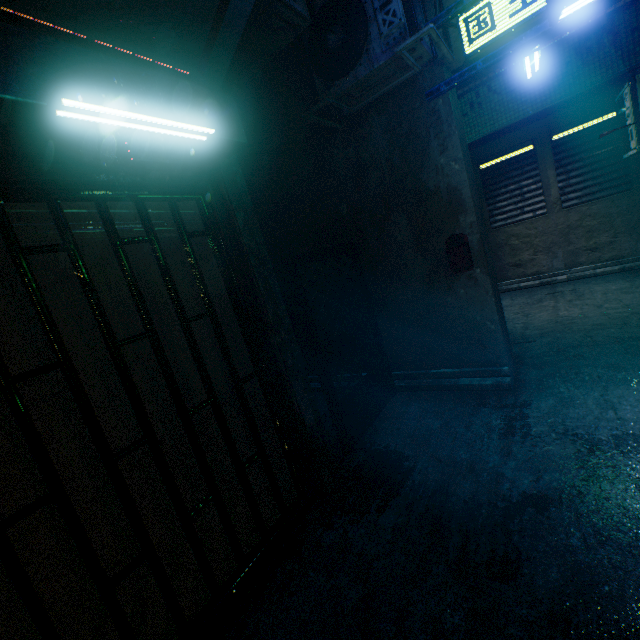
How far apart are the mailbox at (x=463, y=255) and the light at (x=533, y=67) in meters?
2.7 m

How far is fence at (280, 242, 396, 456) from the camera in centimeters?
266cm

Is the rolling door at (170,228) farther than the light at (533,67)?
No

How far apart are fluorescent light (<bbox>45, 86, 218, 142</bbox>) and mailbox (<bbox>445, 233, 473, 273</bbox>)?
2.23m

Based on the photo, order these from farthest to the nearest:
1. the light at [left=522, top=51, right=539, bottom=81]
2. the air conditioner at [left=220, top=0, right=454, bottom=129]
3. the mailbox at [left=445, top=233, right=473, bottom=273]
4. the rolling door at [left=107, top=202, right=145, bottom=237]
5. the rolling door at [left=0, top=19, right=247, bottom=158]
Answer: the light at [left=522, top=51, right=539, bottom=81] < the mailbox at [left=445, top=233, right=473, bottom=273] < the air conditioner at [left=220, top=0, right=454, bottom=129] < the rolling door at [left=107, top=202, right=145, bottom=237] < the rolling door at [left=0, top=19, right=247, bottom=158]

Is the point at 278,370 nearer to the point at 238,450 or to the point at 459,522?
the point at 238,450

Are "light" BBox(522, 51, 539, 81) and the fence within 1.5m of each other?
no

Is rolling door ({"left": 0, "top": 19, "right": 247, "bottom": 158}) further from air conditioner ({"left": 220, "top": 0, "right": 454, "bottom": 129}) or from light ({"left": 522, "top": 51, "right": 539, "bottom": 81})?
light ({"left": 522, "top": 51, "right": 539, "bottom": 81})
